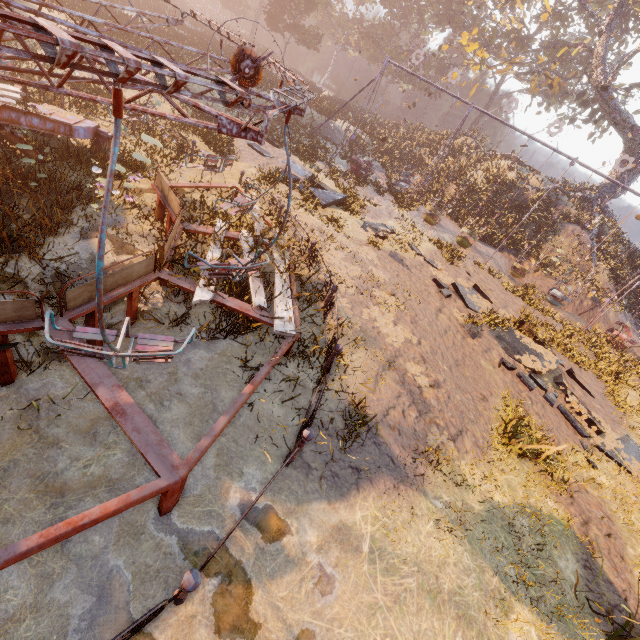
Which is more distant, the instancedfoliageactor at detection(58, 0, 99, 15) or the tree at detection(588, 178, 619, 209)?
the tree at detection(588, 178, 619, 209)

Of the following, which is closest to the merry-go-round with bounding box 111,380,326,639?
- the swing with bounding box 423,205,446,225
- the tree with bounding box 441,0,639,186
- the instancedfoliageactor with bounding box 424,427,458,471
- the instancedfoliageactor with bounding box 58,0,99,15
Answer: the instancedfoliageactor with bounding box 424,427,458,471

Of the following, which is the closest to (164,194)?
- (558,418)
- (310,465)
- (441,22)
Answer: (310,465)

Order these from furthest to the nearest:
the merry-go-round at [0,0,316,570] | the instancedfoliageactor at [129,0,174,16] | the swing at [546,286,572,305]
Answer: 1. the instancedfoliageactor at [129,0,174,16]
2. the swing at [546,286,572,305]
3. the merry-go-round at [0,0,316,570]

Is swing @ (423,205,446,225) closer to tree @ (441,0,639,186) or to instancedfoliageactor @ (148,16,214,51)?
tree @ (441,0,639,186)

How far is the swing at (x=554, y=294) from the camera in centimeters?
1748cm

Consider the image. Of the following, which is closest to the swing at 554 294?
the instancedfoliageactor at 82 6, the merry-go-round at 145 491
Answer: the instancedfoliageactor at 82 6
